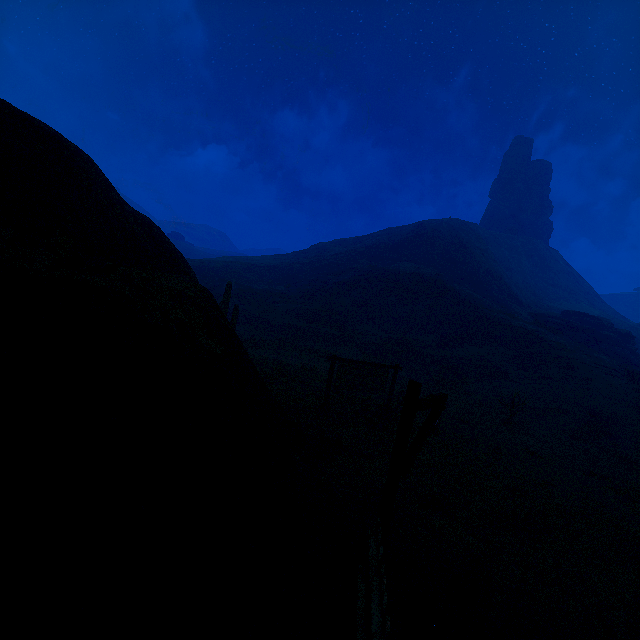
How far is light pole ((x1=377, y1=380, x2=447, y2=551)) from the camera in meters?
4.7 m

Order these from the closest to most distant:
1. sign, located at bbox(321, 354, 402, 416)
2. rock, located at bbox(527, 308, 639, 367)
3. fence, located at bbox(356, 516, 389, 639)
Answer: fence, located at bbox(356, 516, 389, 639), sign, located at bbox(321, 354, 402, 416), rock, located at bbox(527, 308, 639, 367)

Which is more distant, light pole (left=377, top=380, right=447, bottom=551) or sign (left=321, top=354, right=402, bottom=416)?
sign (left=321, top=354, right=402, bottom=416)

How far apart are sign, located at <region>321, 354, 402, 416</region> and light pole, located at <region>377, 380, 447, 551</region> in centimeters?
649cm

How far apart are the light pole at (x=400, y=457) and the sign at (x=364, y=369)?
6.49m

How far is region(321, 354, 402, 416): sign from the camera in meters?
12.5

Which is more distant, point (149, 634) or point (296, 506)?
point (296, 506)

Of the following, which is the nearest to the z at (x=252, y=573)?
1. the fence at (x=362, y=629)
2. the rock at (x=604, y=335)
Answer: the fence at (x=362, y=629)
